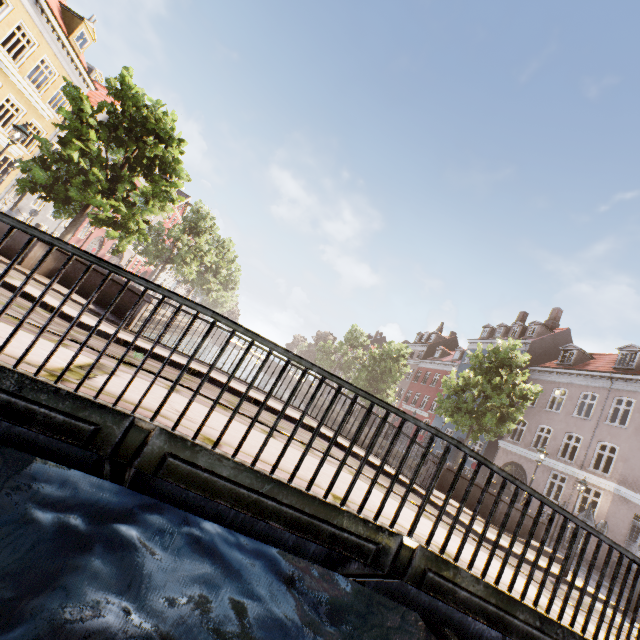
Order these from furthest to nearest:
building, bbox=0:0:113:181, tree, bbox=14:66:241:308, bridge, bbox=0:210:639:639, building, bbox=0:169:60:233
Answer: building, bbox=0:169:60:233, building, bbox=0:0:113:181, tree, bbox=14:66:241:308, bridge, bbox=0:210:639:639

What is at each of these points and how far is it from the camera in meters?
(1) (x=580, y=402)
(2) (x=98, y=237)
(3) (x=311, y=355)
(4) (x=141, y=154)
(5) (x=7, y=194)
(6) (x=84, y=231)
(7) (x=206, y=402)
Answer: (1) building, 21.6
(2) building, 32.1
(3) tree, 56.4
(4) tree, 14.1
(5) building, 20.6
(6) building, 29.1
(7) bridge, 4.2

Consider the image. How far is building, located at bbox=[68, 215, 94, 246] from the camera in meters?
28.2

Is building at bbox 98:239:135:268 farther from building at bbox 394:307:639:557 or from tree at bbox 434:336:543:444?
building at bbox 394:307:639:557

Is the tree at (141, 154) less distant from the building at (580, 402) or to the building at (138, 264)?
the building at (580, 402)

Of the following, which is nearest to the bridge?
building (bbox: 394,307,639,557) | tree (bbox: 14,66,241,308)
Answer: tree (bbox: 14,66,241,308)

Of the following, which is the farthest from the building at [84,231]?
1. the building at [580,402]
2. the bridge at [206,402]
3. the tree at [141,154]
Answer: the building at [580,402]
